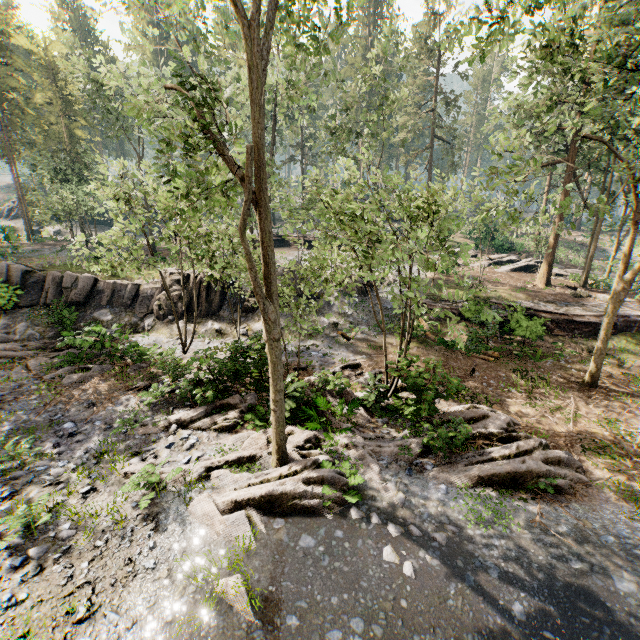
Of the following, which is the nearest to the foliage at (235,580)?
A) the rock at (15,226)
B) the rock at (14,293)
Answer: the rock at (14,293)

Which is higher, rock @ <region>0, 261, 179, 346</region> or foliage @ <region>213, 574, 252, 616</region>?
rock @ <region>0, 261, 179, 346</region>

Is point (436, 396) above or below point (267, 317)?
below

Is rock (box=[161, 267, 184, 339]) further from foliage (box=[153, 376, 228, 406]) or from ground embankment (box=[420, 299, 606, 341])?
ground embankment (box=[420, 299, 606, 341])

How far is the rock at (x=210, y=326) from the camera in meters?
19.5 m

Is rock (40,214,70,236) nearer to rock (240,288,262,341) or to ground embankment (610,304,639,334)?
rock (240,288,262,341)

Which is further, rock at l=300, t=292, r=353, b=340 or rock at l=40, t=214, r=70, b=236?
rock at l=40, t=214, r=70, b=236

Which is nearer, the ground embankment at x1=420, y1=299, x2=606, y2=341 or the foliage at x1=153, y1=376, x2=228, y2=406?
the foliage at x1=153, y1=376, x2=228, y2=406
